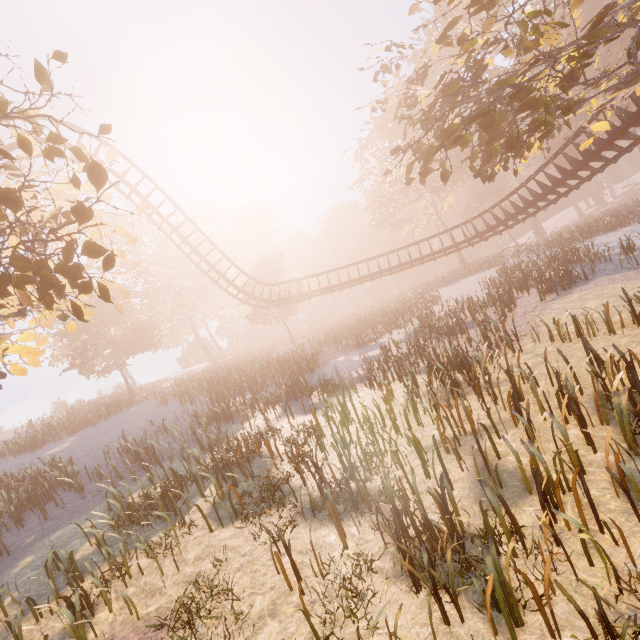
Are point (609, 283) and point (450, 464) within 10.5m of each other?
no

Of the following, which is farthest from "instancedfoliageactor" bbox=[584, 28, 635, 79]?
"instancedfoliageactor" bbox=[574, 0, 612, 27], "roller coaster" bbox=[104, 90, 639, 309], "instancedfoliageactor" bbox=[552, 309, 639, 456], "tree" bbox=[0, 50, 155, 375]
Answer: "tree" bbox=[0, 50, 155, 375]

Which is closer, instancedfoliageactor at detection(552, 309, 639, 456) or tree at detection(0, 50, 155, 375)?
tree at detection(0, 50, 155, 375)

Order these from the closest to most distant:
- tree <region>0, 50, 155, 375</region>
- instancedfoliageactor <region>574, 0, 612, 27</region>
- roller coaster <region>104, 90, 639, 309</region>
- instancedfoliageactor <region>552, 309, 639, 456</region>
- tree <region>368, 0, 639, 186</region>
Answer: tree <region>0, 50, 155, 375</region> < instancedfoliageactor <region>552, 309, 639, 456</region> < tree <region>368, 0, 639, 186</region> < roller coaster <region>104, 90, 639, 309</region> < instancedfoliageactor <region>574, 0, 612, 27</region>

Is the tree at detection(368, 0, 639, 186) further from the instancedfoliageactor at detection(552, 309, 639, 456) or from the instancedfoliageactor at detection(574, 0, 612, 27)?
the instancedfoliageactor at detection(574, 0, 612, 27)

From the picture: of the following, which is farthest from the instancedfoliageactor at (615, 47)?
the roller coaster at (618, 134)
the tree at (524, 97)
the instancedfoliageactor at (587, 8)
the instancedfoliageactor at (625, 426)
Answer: the instancedfoliageactor at (625, 426)

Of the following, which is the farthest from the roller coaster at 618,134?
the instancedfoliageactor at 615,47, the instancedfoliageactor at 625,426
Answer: the instancedfoliageactor at 615,47

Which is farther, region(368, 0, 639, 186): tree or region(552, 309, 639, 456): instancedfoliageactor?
region(368, 0, 639, 186): tree
